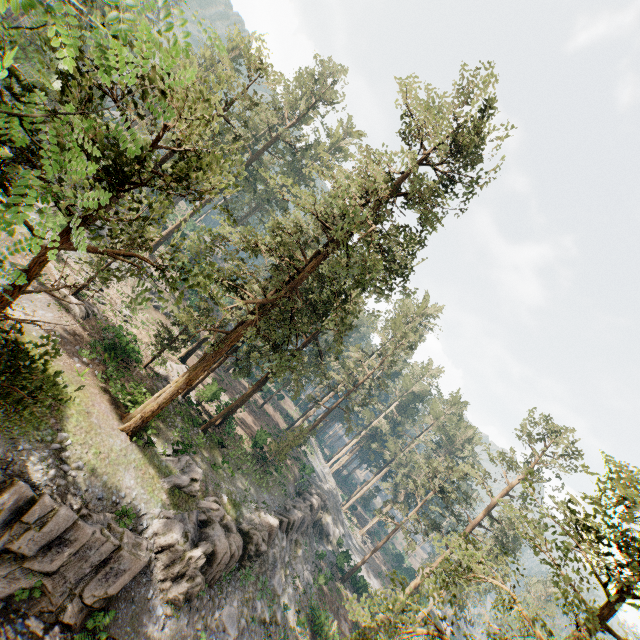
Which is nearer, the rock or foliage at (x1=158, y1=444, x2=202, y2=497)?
the rock

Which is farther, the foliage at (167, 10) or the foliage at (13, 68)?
the foliage at (13, 68)

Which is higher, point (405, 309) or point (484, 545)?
point (405, 309)

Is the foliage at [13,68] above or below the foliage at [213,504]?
above

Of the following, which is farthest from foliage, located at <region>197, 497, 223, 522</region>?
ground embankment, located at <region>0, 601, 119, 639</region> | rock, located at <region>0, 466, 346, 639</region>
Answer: ground embankment, located at <region>0, 601, 119, 639</region>

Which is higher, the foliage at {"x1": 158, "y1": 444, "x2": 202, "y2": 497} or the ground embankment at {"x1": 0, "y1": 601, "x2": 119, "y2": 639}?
the foliage at {"x1": 158, "y1": 444, "x2": 202, "y2": 497}
